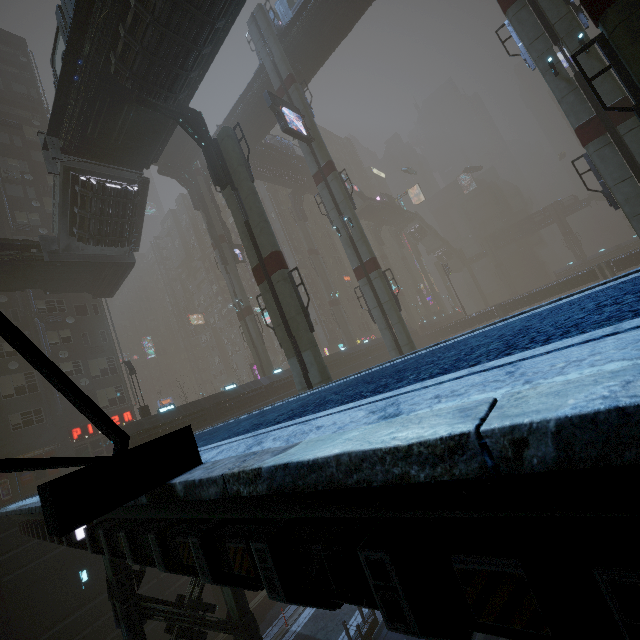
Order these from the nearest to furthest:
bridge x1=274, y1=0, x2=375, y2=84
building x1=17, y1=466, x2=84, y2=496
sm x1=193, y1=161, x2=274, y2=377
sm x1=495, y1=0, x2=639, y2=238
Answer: sm x1=495, y1=0, x2=639, y2=238
building x1=17, y1=466, x2=84, y2=496
bridge x1=274, y1=0, x2=375, y2=84
sm x1=193, y1=161, x2=274, y2=377

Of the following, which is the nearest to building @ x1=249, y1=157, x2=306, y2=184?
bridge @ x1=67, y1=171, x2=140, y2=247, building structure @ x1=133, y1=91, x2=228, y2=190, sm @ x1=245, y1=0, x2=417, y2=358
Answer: sm @ x1=245, y1=0, x2=417, y2=358

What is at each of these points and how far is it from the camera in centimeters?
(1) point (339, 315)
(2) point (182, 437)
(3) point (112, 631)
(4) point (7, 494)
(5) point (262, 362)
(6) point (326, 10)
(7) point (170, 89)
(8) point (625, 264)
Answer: (1) sm, 4938cm
(2) sign, 217cm
(3) building, 1655cm
(4) building, 2327cm
(5) sm, 3472cm
(6) bridge, 2791cm
(7) building, 1585cm
(8) building, 4094cm

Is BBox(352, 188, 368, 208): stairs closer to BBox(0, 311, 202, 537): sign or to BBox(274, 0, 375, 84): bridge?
BBox(274, 0, 375, 84): bridge

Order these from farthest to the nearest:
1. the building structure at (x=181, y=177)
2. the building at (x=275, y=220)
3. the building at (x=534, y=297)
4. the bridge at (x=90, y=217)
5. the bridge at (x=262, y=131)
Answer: the building at (x=534, y=297), the building at (x=275, y=220), the building structure at (x=181, y=177), the bridge at (x=262, y=131), the bridge at (x=90, y=217)

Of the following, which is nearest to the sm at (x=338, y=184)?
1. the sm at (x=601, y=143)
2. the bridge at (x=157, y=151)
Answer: the bridge at (x=157, y=151)

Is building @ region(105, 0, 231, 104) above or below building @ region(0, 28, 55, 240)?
below

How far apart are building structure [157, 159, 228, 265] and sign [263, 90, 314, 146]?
15.4 meters
